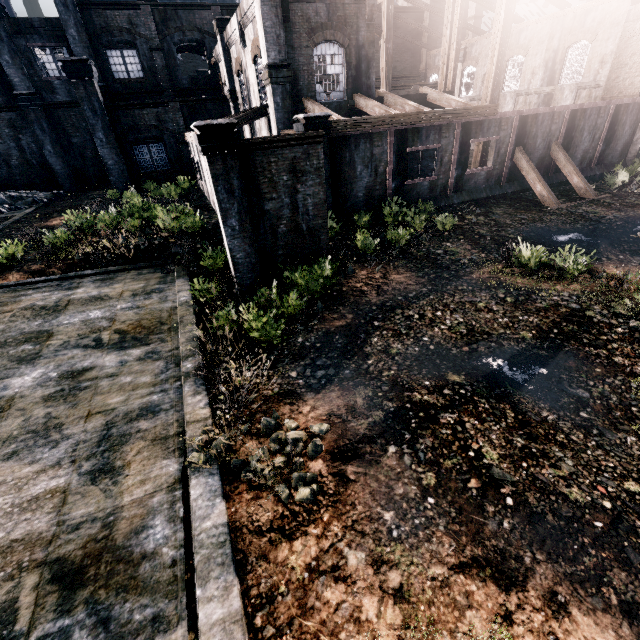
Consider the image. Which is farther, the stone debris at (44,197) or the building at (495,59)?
the stone debris at (44,197)

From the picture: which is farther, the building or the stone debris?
the stone debris

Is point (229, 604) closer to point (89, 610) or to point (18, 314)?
point (89, 610)
